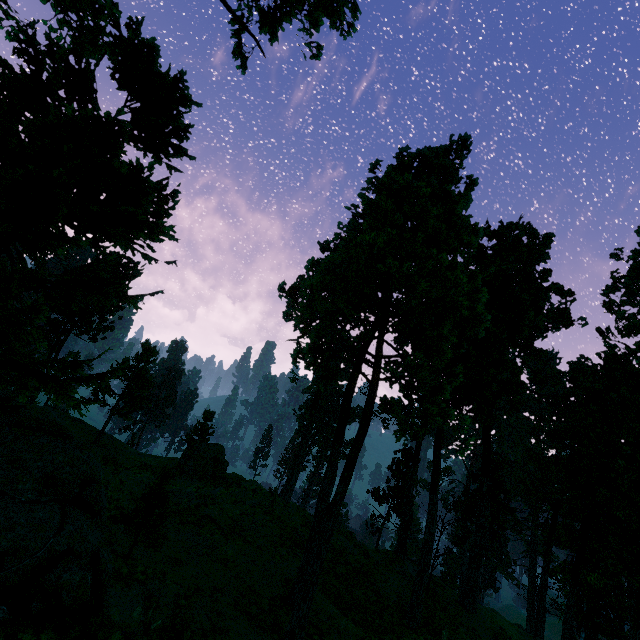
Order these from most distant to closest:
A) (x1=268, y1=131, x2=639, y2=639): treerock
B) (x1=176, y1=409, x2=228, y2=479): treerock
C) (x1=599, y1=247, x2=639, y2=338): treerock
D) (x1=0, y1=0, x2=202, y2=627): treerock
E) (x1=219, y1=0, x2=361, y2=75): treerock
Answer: (x1=176, y1=409, x2=228, y2=479): treerock, (x1=599, y1=247, x2=639, y2=338): treerock, (x1=219, y1=0, x2=361, y2=75): treerock, (x1=268, y1=131, x2=639, y2=639): treerock, (x1=0, y1=0, x2=202, y2=627): treerock

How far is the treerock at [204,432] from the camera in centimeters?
3175cm

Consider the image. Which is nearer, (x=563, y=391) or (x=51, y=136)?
(x=51, y=136)

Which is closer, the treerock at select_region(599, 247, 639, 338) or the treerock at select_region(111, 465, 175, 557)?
the treerock at select_region(111, 465, 175, 557)

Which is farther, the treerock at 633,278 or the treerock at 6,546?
the treerock at 633,278

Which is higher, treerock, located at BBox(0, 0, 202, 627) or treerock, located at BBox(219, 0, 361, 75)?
treerock, located at BBox(219, 0, 361, 75)
